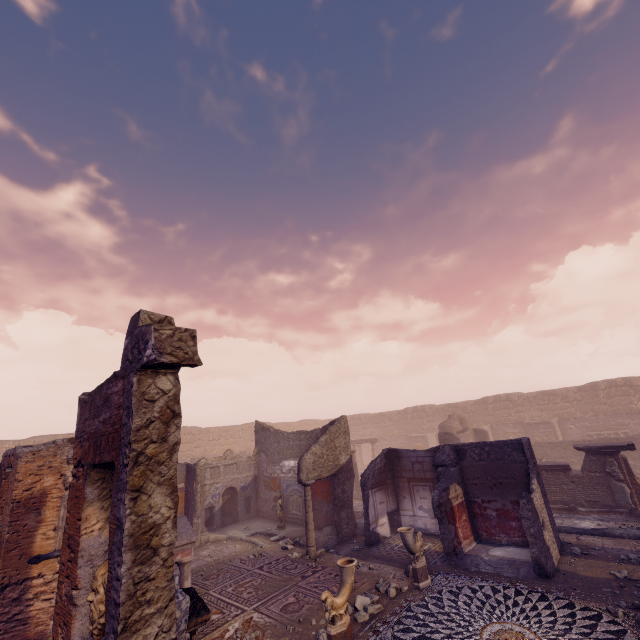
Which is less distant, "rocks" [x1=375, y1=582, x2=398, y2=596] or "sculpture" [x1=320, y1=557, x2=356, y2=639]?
"sculpture" [x1=320, y1=557, x2=356, y2=639]

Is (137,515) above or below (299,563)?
above

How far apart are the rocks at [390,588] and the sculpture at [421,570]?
0.1 meters

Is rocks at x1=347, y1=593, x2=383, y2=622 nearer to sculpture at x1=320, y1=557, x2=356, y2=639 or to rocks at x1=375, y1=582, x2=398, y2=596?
rocks at x1=375, y1=582, x2=398, y2=596

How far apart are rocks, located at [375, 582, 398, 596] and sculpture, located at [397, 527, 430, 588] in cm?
14

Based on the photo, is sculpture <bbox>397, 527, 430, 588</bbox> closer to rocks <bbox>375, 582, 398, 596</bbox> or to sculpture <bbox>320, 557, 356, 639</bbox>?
rocks <bbox>375, 582, 398, 596</bbox>

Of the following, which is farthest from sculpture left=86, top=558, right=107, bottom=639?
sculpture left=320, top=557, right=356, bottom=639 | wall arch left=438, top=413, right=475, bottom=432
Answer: wall arch left=438, top=413, right=475, bottom=432

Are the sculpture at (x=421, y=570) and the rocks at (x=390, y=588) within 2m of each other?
yes
